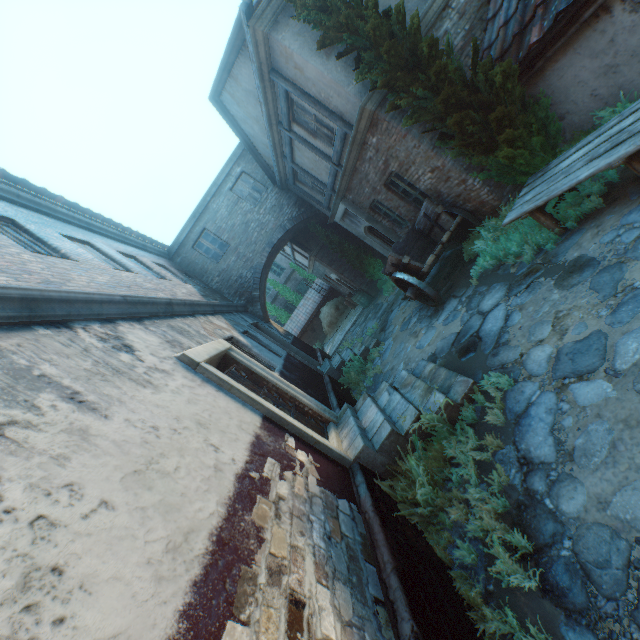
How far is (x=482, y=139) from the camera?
5.5 meters

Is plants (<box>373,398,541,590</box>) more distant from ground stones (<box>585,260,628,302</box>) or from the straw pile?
the straw pile

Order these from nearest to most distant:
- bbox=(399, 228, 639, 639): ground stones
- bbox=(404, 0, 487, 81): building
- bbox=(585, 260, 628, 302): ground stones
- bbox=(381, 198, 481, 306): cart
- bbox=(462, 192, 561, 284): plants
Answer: bbox=(399, 228, 639, 639): ground stones
bbox=(585, 260, 628, 302): ground stones
bbox=(462, 192, 561, 284): plants
bbox=(404, 0, 487, 81): building
bbox=(381, 198, 481, 306): cart

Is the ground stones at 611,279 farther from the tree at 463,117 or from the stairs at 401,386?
the tree at 463,117

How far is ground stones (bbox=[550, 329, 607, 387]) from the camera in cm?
322

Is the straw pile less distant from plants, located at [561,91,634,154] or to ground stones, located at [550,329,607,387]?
ground stones, located at [550,329,607,387]

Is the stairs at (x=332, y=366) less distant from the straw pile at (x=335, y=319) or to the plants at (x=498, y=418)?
the plants at (x=498, y=418)

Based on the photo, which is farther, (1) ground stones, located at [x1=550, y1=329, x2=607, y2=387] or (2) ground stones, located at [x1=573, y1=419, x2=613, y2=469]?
(1) ground stones, located at [x1=550, y1=329, x2=607, y2=387]
